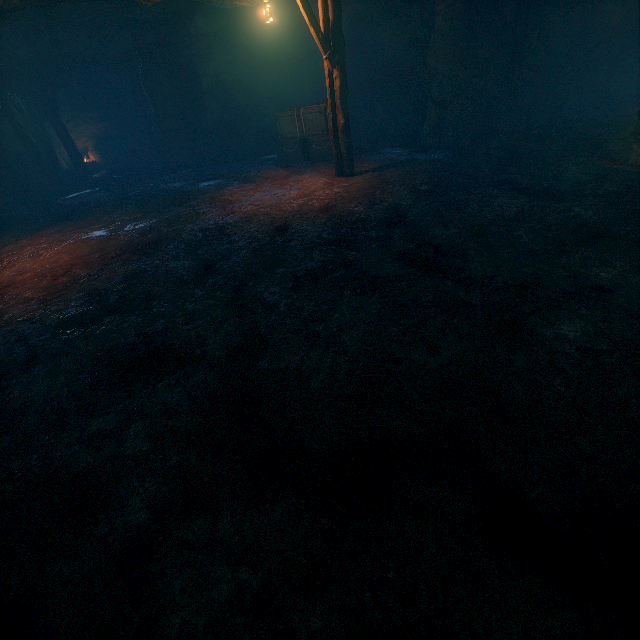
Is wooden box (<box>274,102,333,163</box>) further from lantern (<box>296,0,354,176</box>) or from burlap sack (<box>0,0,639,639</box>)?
lantern (<box>296,0,354,176</box>)

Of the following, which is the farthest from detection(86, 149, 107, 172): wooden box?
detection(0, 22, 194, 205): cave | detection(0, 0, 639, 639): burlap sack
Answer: detection(0, 0, 639, 639): burlap sack

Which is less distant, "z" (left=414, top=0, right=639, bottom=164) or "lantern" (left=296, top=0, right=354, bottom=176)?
"lantern" (left=296, top=0, right=354, bottom=176)

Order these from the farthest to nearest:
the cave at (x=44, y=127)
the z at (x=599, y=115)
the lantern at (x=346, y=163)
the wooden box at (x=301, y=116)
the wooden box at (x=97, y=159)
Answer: the wooden box at (x=97, y=159)
the cave at (x=44, y=127)
the wooden box at (x=301, y=116)
the z at (x=599, y=115)
the lantern at (x=346, y=163)

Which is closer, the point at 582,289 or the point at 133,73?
the point at 582,289

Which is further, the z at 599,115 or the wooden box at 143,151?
the wooden box at 143,151

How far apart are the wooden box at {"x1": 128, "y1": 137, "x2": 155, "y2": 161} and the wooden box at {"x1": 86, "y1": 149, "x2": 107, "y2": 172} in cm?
157

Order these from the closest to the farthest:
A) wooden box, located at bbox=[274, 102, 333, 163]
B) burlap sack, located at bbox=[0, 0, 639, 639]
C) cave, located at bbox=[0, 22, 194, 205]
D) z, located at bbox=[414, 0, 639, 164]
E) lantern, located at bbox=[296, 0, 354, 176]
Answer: burlap sack, located at bbox=[0, 0, 639, 639] → lantern, located at bbox=[296, 0, 354, 176] → z, located at bbox=[414, 0, 639, 164] → wooden box, located at bbox=[274, 102, 333, 163] → cave, located at bbox=[0, 22, 194, 205]
